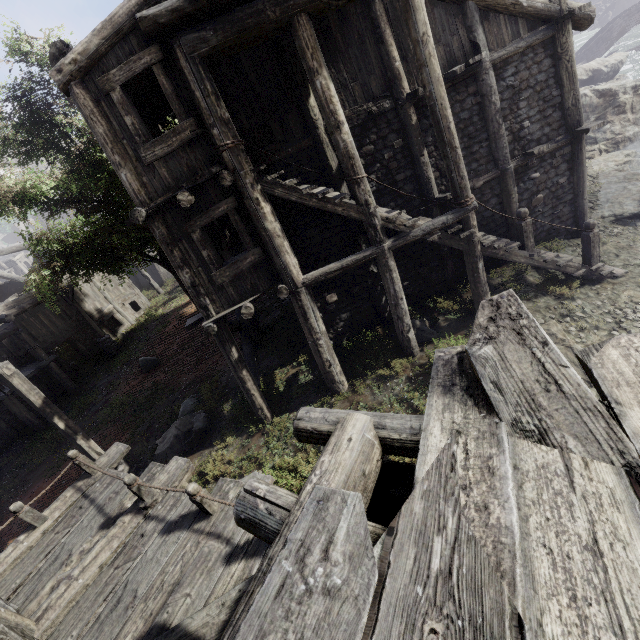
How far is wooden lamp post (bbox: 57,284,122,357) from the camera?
18.2 meters

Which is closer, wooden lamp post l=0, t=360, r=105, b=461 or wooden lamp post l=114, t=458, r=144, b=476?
wooden lamp post l=0, t=360, r=105, b=461

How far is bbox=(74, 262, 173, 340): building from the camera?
21.59m

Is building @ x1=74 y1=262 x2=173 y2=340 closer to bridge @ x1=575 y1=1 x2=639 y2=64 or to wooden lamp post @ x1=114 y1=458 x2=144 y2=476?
wooden lamp post @ x1=114 y1=458 x2=144 y2=476

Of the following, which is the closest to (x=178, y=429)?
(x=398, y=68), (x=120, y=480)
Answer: (x=120, y=480)

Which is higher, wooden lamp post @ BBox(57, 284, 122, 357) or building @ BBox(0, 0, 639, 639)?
building @ BBox(0, 0, 639, 639)

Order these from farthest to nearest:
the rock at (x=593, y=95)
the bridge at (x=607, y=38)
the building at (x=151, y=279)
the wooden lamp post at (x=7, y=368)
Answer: the bridge at (x=607, y=38) < the building at (x=151, y=279) < the rock at (x=593, y=95) < the wooden lamp post at (x=7, y=368)

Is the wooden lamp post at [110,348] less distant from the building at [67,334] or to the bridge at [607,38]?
the building at [67,334]
